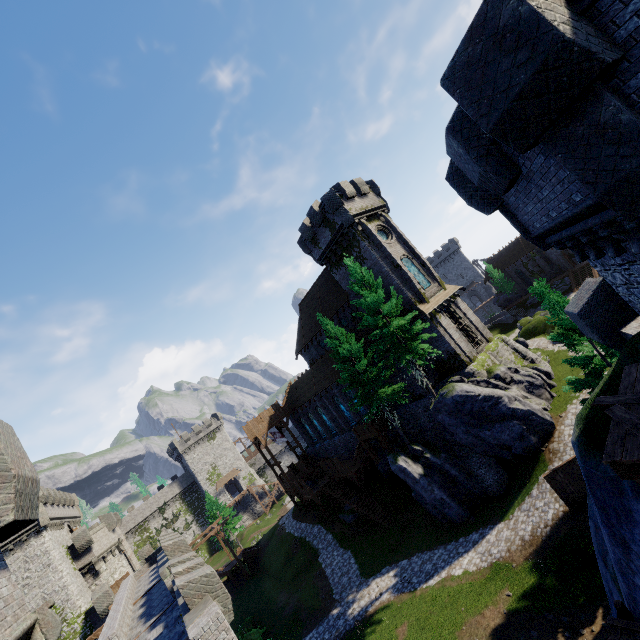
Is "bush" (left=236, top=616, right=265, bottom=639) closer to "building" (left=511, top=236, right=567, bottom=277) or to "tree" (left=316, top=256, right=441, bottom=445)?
"tree" (left=316, top=256, right=441, bottom=445)

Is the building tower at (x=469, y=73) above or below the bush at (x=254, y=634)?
above

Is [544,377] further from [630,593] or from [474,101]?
[474,101]

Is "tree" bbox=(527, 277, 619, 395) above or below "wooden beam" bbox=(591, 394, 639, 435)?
below

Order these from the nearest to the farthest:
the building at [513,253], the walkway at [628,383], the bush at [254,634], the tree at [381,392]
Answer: the walkway at [628,383], the tree at [381,392], the bush at [254,634], the building at [513,253]

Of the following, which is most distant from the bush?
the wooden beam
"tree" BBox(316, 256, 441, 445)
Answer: the wooden beam

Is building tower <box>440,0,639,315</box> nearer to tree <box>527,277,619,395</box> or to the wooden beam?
the wooden beam

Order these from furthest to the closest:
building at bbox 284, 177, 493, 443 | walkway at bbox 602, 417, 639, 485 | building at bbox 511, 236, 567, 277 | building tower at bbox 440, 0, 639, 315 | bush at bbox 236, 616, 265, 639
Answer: building at bbox 511, 236, 567, 277
building at bbox 284, 177, 493, 443
bush at bbox 236, 616, 265, 639
walkway at bbox 602, 417, 639, 485
building tower at bbox 440, 0, 639, 315
